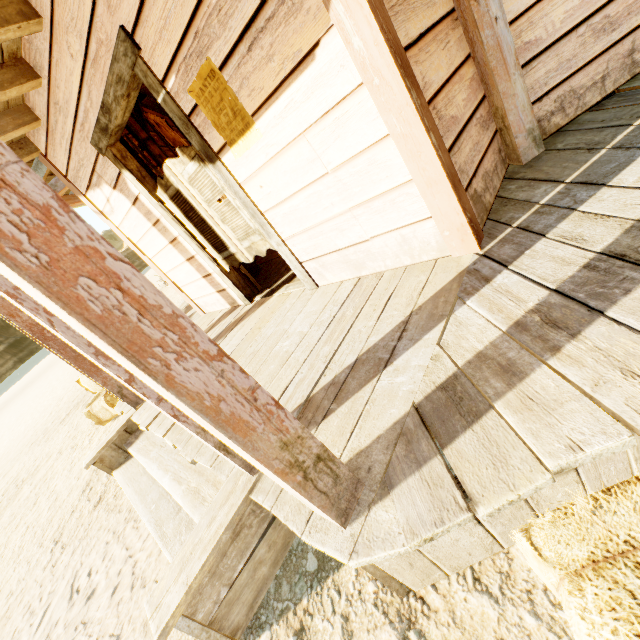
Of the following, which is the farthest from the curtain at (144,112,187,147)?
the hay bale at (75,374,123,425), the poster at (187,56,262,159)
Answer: the poster at (187,56,262,159)

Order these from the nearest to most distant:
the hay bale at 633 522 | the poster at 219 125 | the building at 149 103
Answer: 1. the hay bale at 633 522
2. the poster at 219 125
3. the building at 149 103

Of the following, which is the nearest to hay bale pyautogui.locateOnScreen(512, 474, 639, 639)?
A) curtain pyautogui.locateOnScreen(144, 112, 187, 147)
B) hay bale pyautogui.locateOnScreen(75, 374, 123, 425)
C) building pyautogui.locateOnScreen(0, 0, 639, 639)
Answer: building pyautogui.locateOnScreen(0, 0, 639, 639)

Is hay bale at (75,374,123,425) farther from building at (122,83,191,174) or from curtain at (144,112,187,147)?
curtain at (144,112,187,147)

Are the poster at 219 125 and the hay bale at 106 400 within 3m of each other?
no

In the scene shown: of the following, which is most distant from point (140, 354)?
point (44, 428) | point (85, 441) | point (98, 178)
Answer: point (44, 428)

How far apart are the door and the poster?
0.2m

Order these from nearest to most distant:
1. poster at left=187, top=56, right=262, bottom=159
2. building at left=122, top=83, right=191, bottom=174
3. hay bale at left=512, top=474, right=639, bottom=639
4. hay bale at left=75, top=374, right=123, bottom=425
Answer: hay bale at left=512, top=474, right=639, bottom=639, poster at left=187, top=56, right=262, bottom=159, building at left=122, top=83, right=191, bottom=174, hay bale at left=75, top=374, right=123, bottom=425
